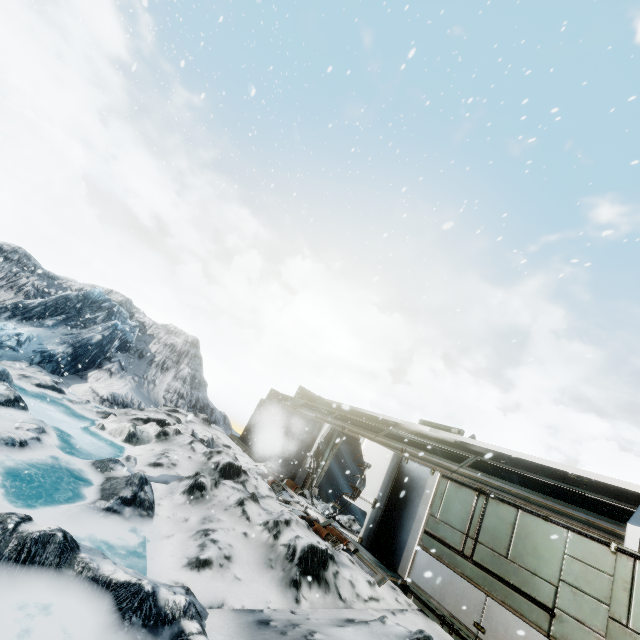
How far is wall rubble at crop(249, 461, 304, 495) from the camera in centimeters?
1129cm

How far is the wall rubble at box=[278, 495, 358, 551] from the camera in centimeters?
825cm

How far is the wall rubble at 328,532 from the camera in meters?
8.2

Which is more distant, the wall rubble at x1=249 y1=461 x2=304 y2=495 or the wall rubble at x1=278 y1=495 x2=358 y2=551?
the wall rubble at x1=249 y1=461 x2=304 y2=495

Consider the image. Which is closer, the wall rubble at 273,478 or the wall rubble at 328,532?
the wall rubble at 328,532

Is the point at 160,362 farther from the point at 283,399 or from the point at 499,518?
the point at 499,518
